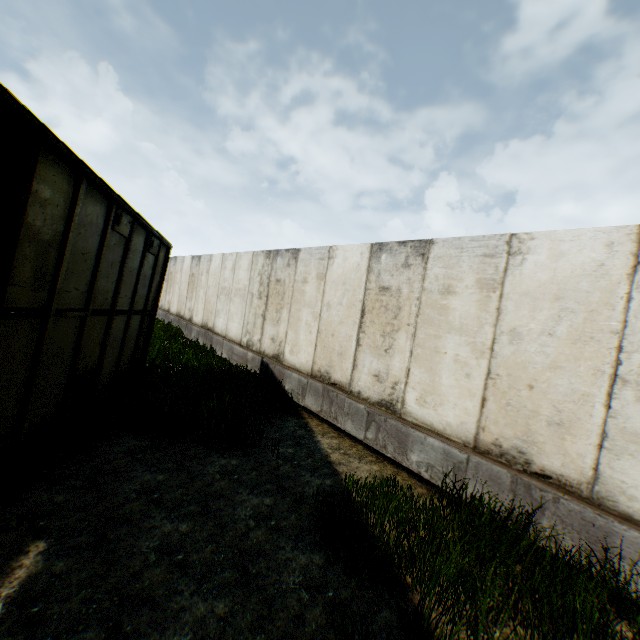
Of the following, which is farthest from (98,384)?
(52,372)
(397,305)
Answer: (397,305)
